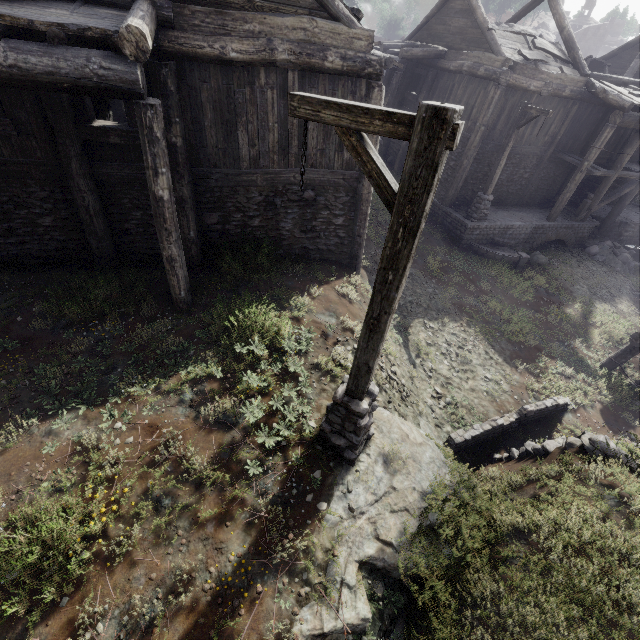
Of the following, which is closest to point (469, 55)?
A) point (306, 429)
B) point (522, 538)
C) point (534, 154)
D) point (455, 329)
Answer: point (534, 154)

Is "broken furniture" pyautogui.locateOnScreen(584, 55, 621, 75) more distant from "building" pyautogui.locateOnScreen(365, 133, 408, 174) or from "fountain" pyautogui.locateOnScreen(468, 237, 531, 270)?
"fountain" pyautogui.locateOnScreen(468, 237, 531, 270)

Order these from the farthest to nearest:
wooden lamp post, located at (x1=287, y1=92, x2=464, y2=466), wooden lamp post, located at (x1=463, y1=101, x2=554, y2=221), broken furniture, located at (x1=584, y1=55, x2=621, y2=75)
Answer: broken furniture, located at (x1=584, y1=55, x2=621, y2=75) < wooden lamp post, located at (x1=463, y1=101, x2=554, y2=221) < wooden lamp post, located at (x1=287, y1=92, x2=464, y2=466)

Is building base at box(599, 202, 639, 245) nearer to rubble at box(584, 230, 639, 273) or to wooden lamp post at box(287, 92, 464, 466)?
rubble at box(584, 230, 639, 273)

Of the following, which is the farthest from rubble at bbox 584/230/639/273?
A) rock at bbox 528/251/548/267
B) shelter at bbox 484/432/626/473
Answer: shelter at bbox 484/432/626/473

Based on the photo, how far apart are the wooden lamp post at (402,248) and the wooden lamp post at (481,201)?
13.0 meters

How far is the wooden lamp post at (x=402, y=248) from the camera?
2.6 meters

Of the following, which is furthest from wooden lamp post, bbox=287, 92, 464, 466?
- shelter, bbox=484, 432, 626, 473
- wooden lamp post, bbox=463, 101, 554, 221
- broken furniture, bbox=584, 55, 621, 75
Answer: broken furniture, bbox=584, 55, 621, 75
